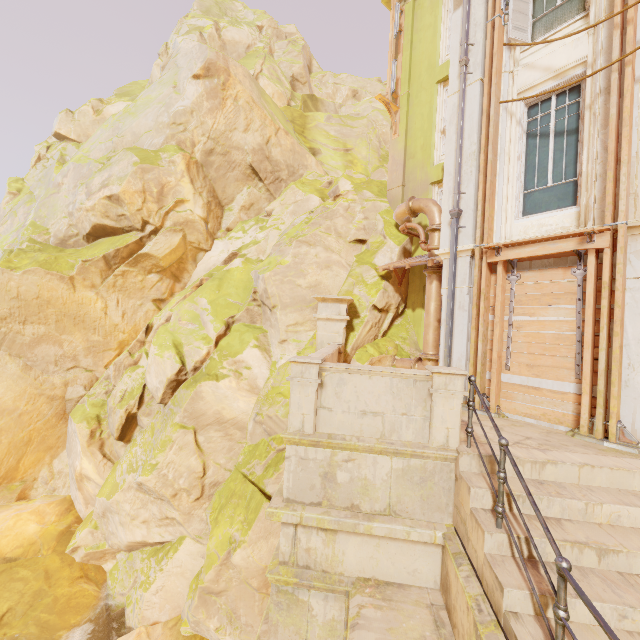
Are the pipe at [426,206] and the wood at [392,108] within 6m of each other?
yes

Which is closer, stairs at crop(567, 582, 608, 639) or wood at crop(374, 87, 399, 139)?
stairs at crop(567, 582, 608, 639)

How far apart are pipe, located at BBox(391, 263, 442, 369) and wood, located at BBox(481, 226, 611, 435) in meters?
3.1 m

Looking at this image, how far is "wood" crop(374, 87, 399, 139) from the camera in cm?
1277

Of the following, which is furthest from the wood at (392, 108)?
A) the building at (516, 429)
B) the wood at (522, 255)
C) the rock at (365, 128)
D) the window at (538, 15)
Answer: the building at (516, 429)

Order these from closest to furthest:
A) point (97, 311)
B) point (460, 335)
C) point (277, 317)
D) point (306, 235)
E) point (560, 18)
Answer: point (560, 18) < point (460, 335) < point (277, 317) < point (306, 235) < point (97, 311)

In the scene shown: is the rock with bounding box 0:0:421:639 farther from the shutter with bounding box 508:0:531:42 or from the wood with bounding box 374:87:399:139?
the shutter with bounding box 508:0:531:42

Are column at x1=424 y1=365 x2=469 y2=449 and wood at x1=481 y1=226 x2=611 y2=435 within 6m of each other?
yes
